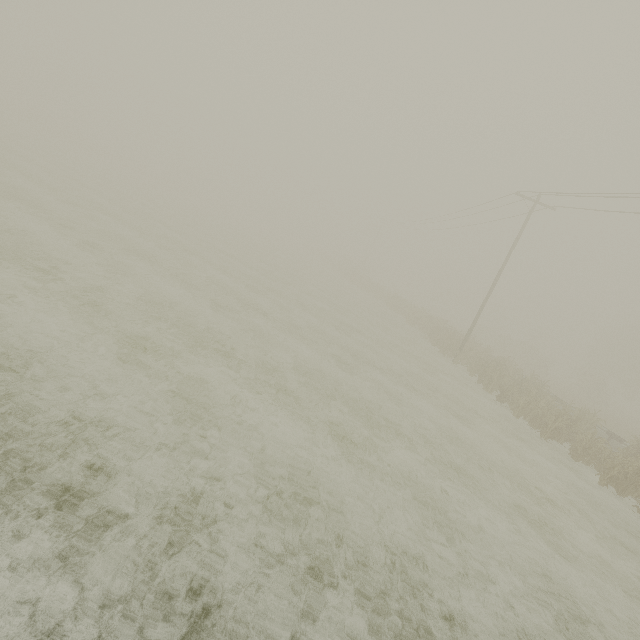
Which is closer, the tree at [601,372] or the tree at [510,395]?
the tree at [510,395]

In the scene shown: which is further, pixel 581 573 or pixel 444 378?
pixel 444 378

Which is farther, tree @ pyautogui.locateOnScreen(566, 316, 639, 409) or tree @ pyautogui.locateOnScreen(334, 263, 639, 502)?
tree @ pyautogui.locateOnScreen(566, 316, 639, 409)
